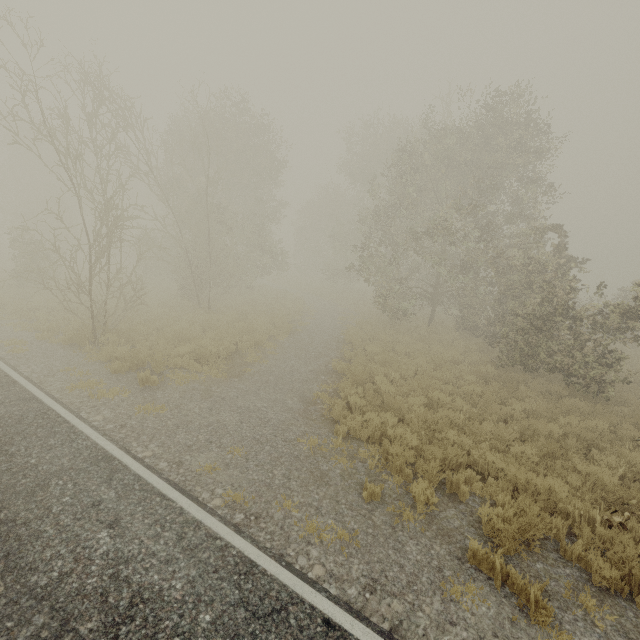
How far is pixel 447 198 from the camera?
Answer: 15.9 meters
